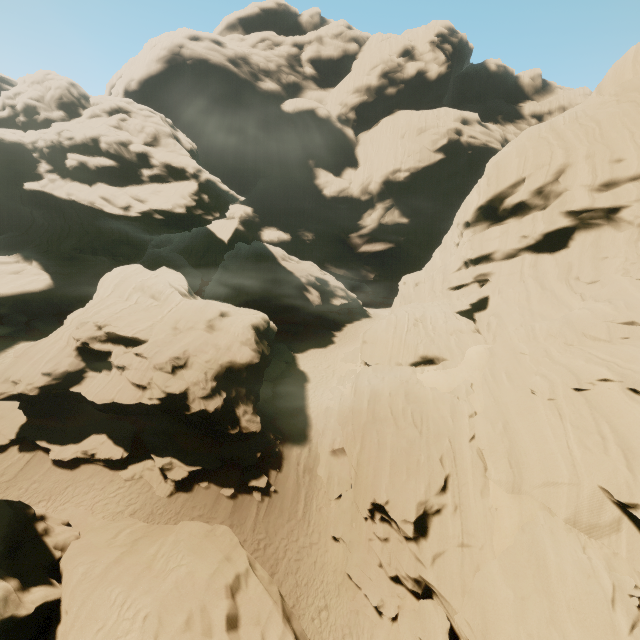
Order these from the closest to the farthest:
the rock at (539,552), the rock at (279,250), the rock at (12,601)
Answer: the rock at (12,601) < the rock at (539,552) < the rock at (279,250)

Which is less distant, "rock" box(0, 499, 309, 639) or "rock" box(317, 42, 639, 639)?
"rock" box(0, 499, 309, 639)

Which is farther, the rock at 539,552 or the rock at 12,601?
the rock at 539,552

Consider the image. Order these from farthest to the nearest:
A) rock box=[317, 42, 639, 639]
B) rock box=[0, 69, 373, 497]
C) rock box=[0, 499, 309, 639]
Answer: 1. rock box=[0, 69, 373, 497]
2. rock box=[317, 42, 639, 639]
3. rock box=[0, 499, 309, 639]

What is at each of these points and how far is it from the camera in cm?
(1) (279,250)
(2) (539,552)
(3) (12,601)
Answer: (1) rock, 4847
(2) rock, 1233
(3) rock, 841
